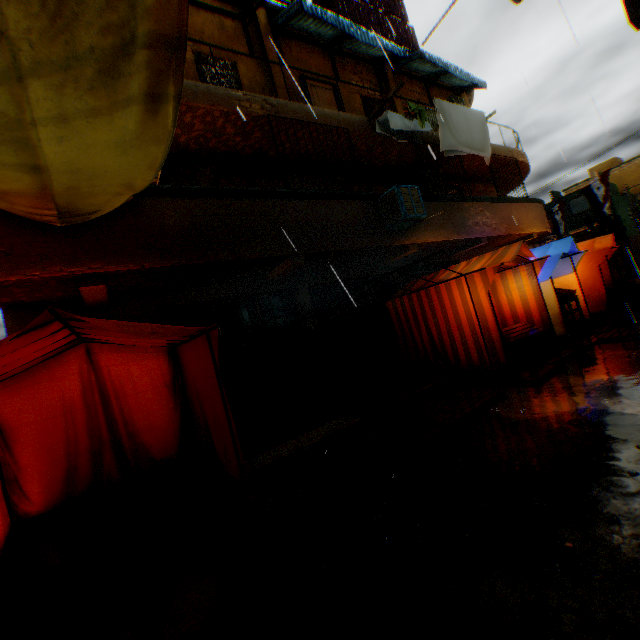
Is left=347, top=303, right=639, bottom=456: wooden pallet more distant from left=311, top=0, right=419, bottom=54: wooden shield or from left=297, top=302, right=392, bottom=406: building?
left=311, top=0, right=419, bottom=54: wooden shield

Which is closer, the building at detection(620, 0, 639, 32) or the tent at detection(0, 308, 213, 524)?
the building at detection(620, 0, 639, 32)

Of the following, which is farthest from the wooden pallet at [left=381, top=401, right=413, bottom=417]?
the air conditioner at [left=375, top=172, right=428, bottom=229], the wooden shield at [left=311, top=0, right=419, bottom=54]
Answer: the wooden shield at [left=311, top=0, right=419, bottom=54]

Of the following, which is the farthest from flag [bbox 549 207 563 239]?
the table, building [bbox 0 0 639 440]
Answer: the table

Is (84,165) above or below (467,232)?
above

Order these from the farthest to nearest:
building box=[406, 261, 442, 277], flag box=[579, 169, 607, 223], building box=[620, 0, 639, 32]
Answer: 1. flag box=[579, 169, 607, 223]
2. building box=[406, 261, 442, 277]
3. building box=[620, 0, 639, 32]

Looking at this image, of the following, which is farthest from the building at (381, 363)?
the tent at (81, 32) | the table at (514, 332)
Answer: the table at (514, 332)

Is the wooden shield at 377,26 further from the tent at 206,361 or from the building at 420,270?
the tent at 206,361
